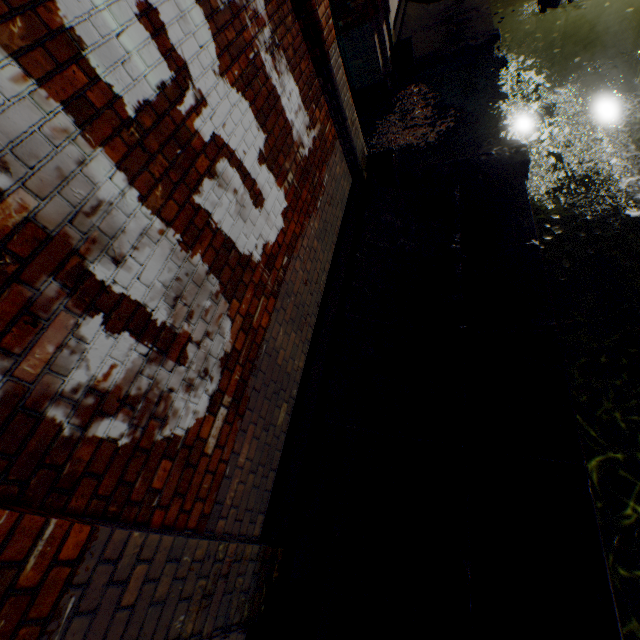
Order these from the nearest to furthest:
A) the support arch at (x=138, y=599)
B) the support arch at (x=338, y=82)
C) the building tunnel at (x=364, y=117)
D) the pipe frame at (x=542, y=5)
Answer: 1. the support arch at (x=138, y=599)
2. the support arch at (x=338, y=82)
3. the building tunnel at (x=364, y=117)
4. the pipe frame at (x=542, y=5)

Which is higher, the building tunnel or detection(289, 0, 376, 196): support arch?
detection(289, 0, 376, 196): support arch

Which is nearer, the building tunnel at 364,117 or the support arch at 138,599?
the support arch at 138,599

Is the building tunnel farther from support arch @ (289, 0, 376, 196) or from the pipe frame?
the pipe frame

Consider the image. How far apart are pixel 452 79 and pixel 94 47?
7.8m

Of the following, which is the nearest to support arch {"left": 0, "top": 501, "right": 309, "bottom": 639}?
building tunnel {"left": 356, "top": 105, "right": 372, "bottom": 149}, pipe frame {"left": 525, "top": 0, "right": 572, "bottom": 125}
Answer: building tunnel {"left": 356, "top": 105, "right": 372, "bottom": 149}

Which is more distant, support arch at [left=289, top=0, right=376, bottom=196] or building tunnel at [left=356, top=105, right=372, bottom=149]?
building tunnel at [left=356, top=105, right=372, bottom=149]
